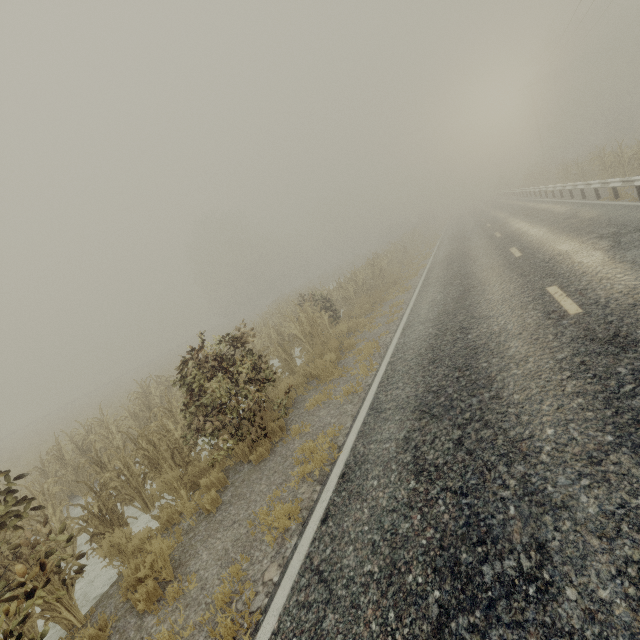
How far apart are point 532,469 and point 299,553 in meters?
2.5 m

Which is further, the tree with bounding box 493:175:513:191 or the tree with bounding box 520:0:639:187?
the tree with bounding box 493:175:513:191

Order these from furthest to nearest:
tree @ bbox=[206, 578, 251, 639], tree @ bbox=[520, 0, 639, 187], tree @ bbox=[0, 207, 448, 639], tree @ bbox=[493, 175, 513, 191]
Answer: tree @ bbox=[493, 175, 513, 191] < tree @ bbox=[520, 0, 639, 187] < tree @ bbox=[0, 207, 448, 639] < tree @ bbox=[206, 578, 251, 639]

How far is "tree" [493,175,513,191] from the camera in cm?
5336

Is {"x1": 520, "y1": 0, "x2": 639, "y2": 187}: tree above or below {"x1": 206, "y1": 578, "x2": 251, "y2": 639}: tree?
above

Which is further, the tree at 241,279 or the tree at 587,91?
the tree at 587,91

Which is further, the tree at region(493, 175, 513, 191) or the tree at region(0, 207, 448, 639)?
the tree at region(493, 175, 513, 191)
